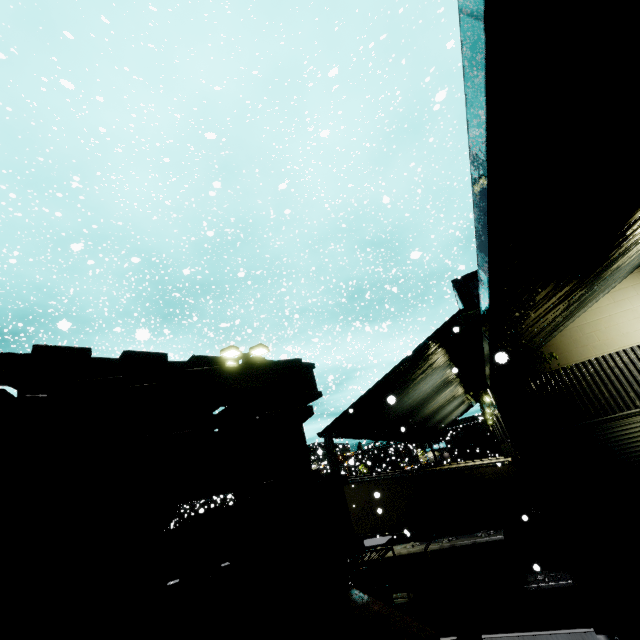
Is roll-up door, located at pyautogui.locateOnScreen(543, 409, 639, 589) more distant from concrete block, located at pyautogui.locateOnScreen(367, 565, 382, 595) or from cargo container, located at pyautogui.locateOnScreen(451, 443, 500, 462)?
cargo container, located at pyautogui.locateOnScreen(451, 443, 500, 462)

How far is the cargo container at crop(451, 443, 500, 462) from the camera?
53.28m

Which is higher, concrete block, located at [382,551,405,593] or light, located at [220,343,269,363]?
light, located at [220,343,269,363]

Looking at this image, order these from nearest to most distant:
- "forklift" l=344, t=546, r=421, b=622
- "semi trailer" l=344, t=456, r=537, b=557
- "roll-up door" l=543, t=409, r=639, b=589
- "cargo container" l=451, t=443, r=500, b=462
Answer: "forklift" l=344, t=546, r=421, b=622
"roll-up door" l=543, t=409, r=639, b=589
"semi trailer" l=344, t=456, r=537, b=557
"cargo container" l=451, t=443, r=500, b=462

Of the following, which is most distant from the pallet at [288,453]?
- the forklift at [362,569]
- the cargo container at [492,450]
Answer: the cargo container at [492,450]

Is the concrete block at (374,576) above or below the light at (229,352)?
below

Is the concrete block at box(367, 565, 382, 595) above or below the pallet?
below

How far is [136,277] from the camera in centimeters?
3794cm
